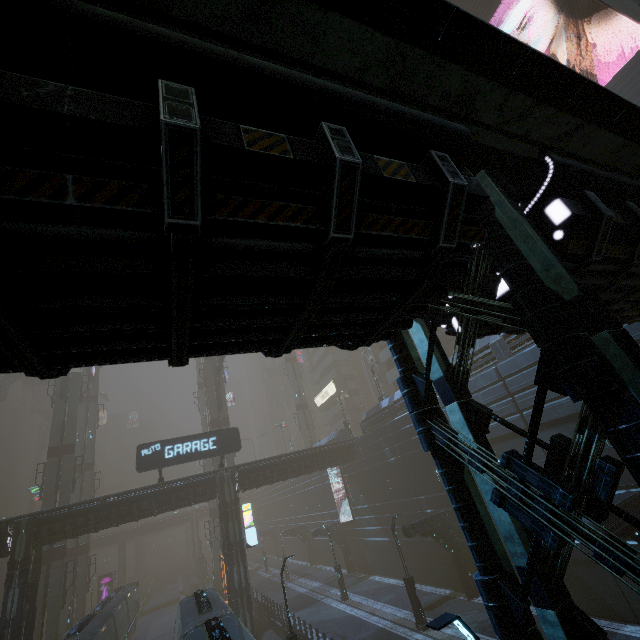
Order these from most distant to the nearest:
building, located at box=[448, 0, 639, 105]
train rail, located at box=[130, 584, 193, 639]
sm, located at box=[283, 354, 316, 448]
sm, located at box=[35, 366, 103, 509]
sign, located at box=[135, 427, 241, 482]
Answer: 1. sm, located at box=[283, 354, 316, 448]
2. train rail, located at box=[130, 584, 193, 639]
3. sm, located at box=[35, 366, 103, 509]
4. sign, located at box=[135, 427, 241, 482]
5. building, located at box=[448, 0, 639, 105]

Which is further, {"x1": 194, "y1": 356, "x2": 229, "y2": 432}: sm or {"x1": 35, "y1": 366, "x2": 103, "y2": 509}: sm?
{"x1": 194, "y1": 356, "x2": 229, "y2": 432}: sm

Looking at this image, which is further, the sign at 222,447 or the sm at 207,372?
the sm at 207,372

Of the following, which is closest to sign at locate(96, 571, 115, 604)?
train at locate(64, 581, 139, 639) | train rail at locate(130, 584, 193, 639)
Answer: train rail at locate(130, 584, 193, 639)

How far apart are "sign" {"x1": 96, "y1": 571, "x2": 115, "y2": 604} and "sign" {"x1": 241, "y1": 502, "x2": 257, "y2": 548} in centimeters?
3973cm

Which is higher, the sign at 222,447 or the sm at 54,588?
the sign at 222,447

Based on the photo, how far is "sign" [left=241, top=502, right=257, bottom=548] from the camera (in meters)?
26.17

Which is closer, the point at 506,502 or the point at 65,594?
the point at 506,502
